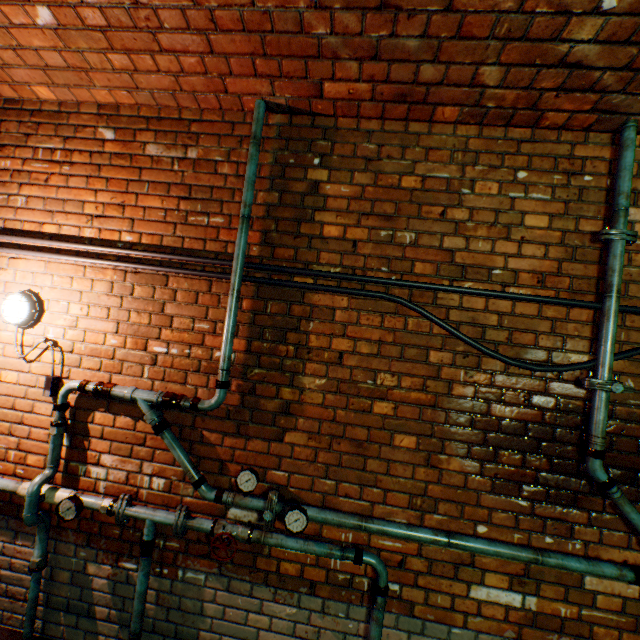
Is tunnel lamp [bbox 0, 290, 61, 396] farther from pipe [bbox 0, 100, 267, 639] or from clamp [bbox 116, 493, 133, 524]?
clamp [bbox 116, 493, 133, 524]

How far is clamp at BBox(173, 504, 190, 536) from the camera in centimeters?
204cm

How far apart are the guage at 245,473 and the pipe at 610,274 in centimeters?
214cm

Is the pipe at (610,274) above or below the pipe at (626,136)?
below

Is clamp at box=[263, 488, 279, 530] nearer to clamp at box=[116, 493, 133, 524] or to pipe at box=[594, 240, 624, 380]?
clamp at box=[116, 493, 133, 524]

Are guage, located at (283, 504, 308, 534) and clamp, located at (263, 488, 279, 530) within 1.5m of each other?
yes

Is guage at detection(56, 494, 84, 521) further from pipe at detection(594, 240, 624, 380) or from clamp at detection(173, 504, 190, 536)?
pipe at detection(594, 240, 624, 380)

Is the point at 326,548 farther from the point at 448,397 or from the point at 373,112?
the point at 373,112
